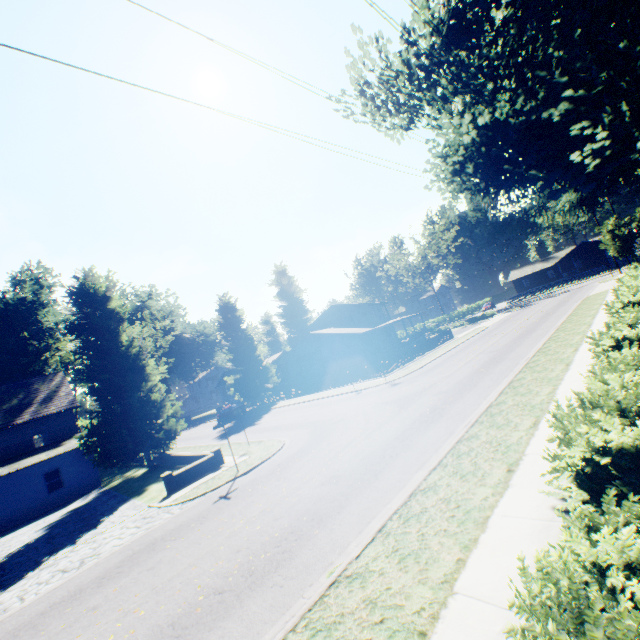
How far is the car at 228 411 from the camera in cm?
3803

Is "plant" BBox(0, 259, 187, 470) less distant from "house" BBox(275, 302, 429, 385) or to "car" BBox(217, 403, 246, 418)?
"house" BBox(275, 302, 429, 385)

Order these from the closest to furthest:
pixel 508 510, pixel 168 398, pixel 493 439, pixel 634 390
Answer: pixel 634 390 < pixel 508 510 < pixel 493 439 < pixel 168 398

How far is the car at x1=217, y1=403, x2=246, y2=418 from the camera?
38.0m

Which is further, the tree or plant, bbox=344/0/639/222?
the tree

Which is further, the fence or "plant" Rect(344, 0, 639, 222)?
the fence

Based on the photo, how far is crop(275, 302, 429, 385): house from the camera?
38.5 meters

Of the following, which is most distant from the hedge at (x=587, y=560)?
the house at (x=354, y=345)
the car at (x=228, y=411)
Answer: the house at (x=354, y=345)
